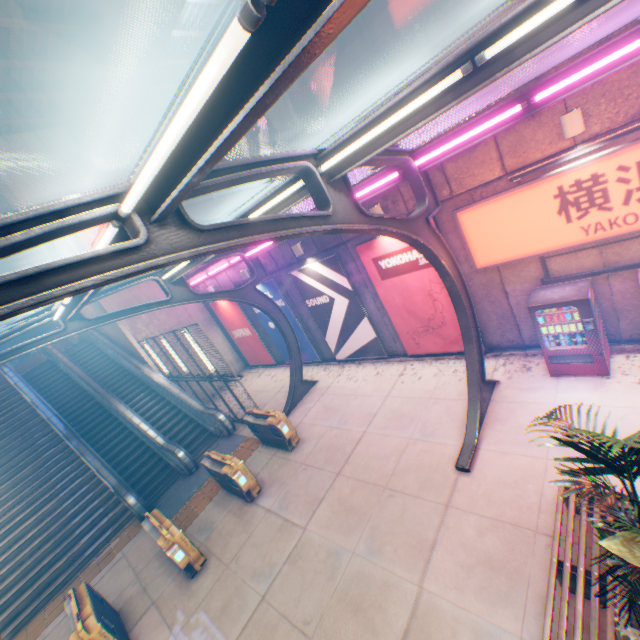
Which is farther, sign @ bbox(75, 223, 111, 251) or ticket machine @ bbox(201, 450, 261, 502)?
sign @ bbox(75, 223, 111, 251)

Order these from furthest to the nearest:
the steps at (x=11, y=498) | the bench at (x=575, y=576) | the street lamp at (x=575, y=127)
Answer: the steps at (x=11, y=498) → the street lamp at (x=575, y=127) → the bench at (x=575, y=576)

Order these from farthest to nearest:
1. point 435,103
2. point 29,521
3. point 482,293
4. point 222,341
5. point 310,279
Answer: point 222,341 < point 310,279 < point 29,521 < point 482,293 < point 435,103

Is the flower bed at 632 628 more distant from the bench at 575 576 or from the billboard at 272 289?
the billboard at 272 289

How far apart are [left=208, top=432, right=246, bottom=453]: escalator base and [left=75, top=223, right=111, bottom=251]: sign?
10.53m

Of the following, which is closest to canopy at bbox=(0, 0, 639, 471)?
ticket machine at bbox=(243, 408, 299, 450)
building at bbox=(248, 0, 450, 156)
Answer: ticket machine at bbox=(243, 408, 299, 450)

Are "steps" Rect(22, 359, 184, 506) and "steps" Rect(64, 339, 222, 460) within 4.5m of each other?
yes

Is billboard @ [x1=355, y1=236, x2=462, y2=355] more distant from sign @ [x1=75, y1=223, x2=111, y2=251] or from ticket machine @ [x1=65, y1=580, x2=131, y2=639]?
sign @ [x1=75, y1=223, x2=111, y2=251]
